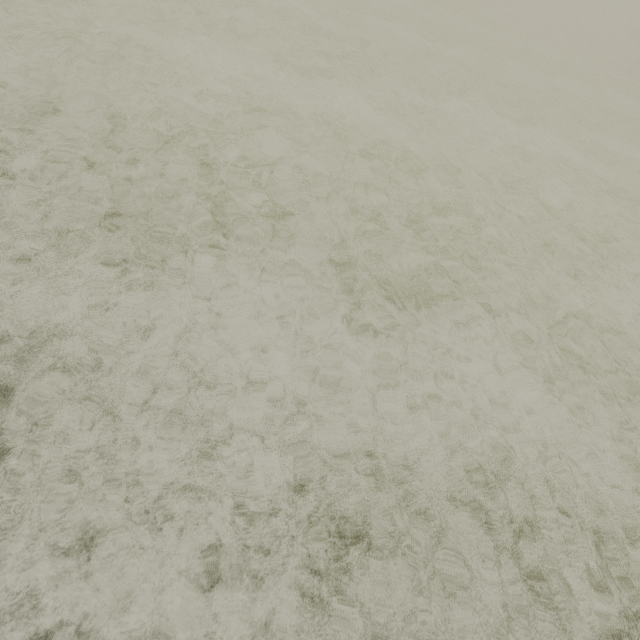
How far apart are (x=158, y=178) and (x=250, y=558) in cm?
378
